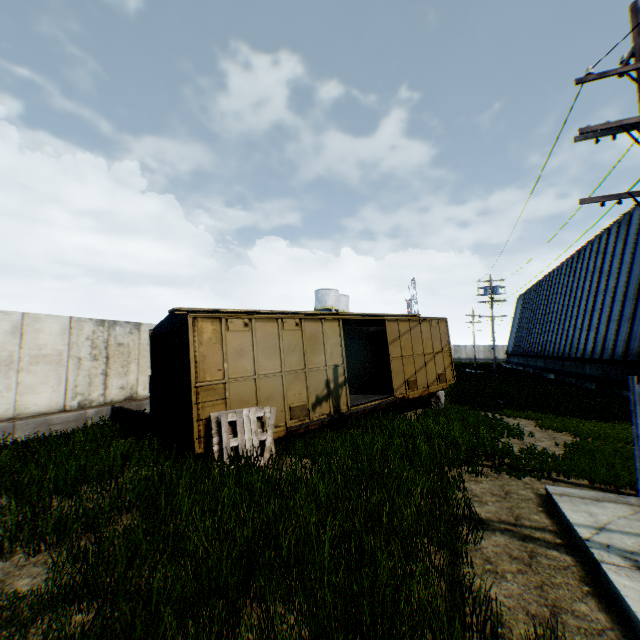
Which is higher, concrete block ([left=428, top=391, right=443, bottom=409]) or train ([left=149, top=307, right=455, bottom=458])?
train ([left=149, top=307, right=455, bottom=458])

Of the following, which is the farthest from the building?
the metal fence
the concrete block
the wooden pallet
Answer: the wooden pallet

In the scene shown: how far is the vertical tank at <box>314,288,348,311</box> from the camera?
51.88m

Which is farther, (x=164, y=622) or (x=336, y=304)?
(x=336, y=304)

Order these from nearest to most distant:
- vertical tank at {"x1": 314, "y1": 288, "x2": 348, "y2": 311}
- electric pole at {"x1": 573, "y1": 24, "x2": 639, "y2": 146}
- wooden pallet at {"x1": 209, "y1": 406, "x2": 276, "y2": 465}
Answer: electric pole at {"x1": 573, "y1": 24, "x2": 639, "y2": 146}
wooden pallet at {"x1": 209, "y1": 406, "x2": 276, "y2": 465}
vertical tank at {"x1": 314, "y1": 288, "x2": 348, "y2": 311}

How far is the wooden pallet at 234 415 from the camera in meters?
7.2 m

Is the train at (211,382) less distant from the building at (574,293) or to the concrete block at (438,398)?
the concrete block at (438,398)

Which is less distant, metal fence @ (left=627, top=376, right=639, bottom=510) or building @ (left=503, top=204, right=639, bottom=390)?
metal fence @ (left=627, top=376, right=639, bottom=510)
